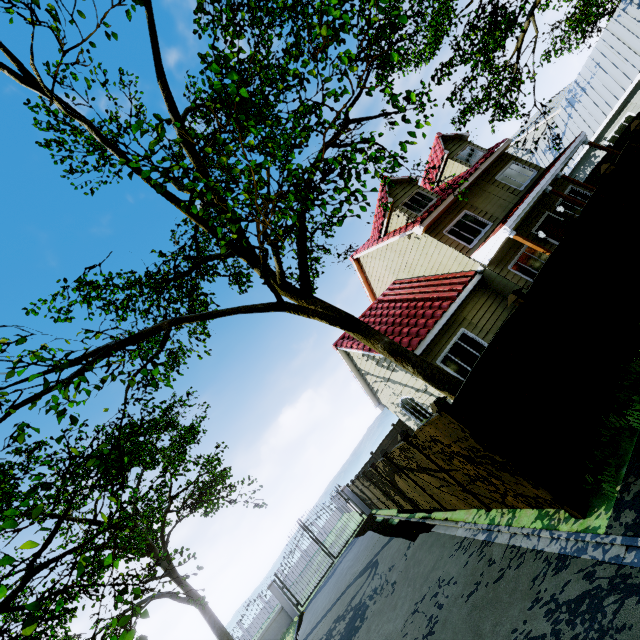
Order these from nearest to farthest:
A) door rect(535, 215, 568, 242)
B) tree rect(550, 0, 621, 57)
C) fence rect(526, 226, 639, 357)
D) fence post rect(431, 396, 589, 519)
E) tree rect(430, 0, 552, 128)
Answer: fence post rect(431, 396, 589, 519) < fence rect(526, 226, 639, 357) < tree rect(430, 0, 552, 128) < door rect(535, 215, 568, 242) < tree rect(550, 0, 621, 57)

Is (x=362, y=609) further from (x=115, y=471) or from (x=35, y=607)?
(x=35, y=607)

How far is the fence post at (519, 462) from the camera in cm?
448

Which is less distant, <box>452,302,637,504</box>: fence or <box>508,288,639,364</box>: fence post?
<box>452,302,637,504</box>: fence

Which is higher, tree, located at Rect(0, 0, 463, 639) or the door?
tree, located at Rect(0, 0, 463, 639)

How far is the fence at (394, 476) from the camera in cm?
1036

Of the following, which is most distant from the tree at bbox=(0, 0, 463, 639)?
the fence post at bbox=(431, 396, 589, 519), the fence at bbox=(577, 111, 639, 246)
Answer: the fence post at bbox=(431, 396, 589, 519)

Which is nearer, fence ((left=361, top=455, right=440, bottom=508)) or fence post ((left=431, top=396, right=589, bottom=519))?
fence post ((left=431, top=396, right=589, bottom=519))
